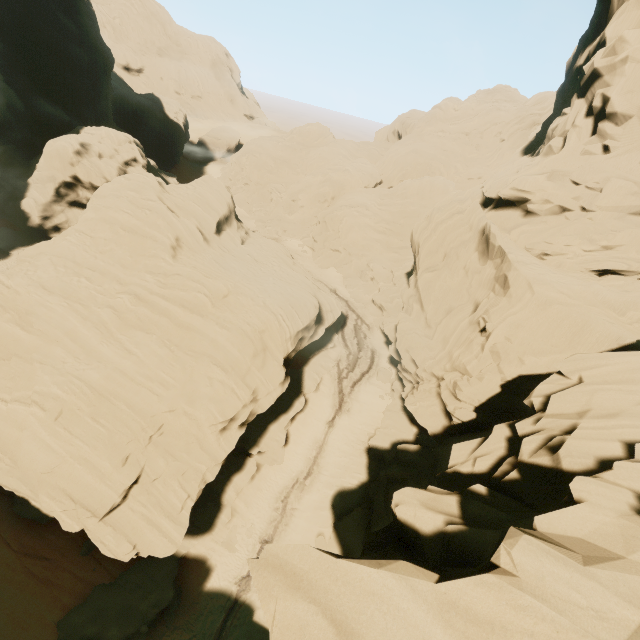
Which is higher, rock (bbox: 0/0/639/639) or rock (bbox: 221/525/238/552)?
rock (bbox: 0/0/639/639)

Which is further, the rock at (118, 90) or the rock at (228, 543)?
the rock at (228, 543)

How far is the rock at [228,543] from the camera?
23.1m

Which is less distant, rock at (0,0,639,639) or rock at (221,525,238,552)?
rock at (0,0,639,639)

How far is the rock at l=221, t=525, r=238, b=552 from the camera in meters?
23.1 m

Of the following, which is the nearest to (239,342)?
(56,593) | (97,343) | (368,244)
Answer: (97,343)
